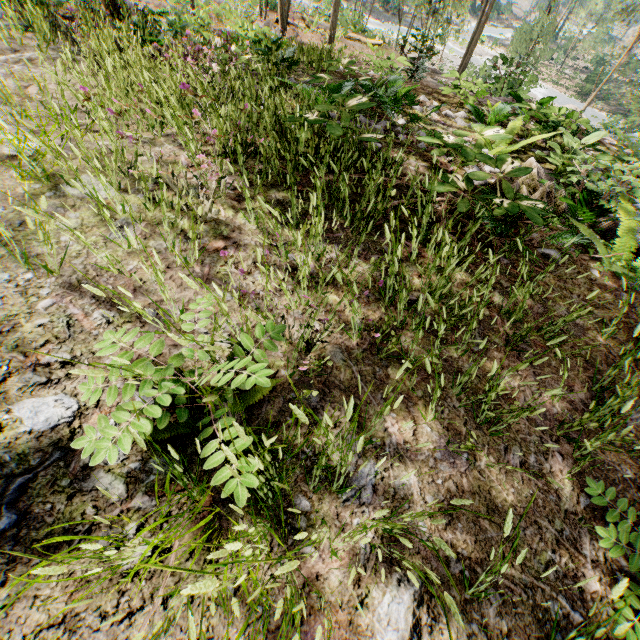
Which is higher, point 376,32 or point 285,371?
point 285,371

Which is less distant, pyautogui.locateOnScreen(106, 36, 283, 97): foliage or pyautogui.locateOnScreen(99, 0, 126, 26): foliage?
pyautogui.locateOnScreen(106, 36, 283, 97): foliage

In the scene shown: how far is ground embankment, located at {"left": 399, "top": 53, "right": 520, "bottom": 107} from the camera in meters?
7.8

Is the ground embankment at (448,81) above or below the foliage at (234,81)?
below

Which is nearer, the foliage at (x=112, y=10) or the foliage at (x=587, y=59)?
the foliage at (x=112, y=10)

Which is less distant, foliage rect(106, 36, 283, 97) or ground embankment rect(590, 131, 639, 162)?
foliage rect(106, 36, 283, 97)

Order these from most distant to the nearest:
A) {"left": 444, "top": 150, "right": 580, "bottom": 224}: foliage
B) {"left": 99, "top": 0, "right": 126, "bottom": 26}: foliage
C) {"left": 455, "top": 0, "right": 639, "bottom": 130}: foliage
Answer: {"left": 455, "top": 0, "right": 639, "bottom": 130}: foliage, {"left": 99, "top": 0, "right": 126, "bottom": 26}: foliage, {"left": 444, "top": 150, "right": 580, "bottom": 224}: foliage
